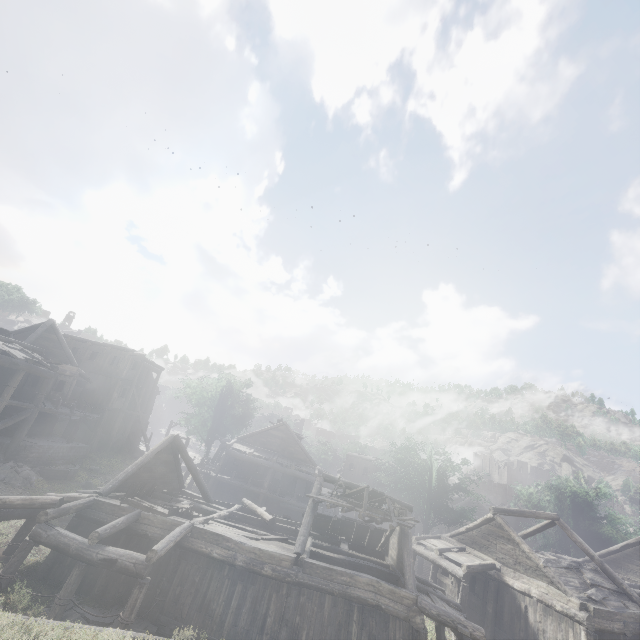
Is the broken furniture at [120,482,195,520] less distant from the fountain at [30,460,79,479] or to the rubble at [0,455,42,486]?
the rubble at [0,455,42,486]

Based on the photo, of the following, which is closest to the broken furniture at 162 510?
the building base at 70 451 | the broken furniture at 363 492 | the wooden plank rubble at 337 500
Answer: the wooden plank rubble at 337 500

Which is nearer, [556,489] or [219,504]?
[219,504]

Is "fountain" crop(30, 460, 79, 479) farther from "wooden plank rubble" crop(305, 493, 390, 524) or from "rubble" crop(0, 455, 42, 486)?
"wooden plank rubble" crop(305, 493, 390, 524)

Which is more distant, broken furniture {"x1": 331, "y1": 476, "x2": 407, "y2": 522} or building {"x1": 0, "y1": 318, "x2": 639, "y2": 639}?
broken furniture {"x1": 331, "y1": 476, "x2": 407, "y2": 522}

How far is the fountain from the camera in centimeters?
2106cm

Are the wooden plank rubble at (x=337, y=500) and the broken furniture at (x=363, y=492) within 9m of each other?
yes

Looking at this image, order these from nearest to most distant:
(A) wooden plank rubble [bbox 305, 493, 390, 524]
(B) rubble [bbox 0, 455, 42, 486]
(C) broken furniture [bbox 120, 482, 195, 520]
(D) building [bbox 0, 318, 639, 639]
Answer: (D) building [bbox 0, 318, 639, 639], (C) broken furniture [bbox 120, 482, 195, 520], (A) wooden plank rubble [bbox 305, 493, 390, 524], (B) rubble [bbox 0, 455, 42, 486]
